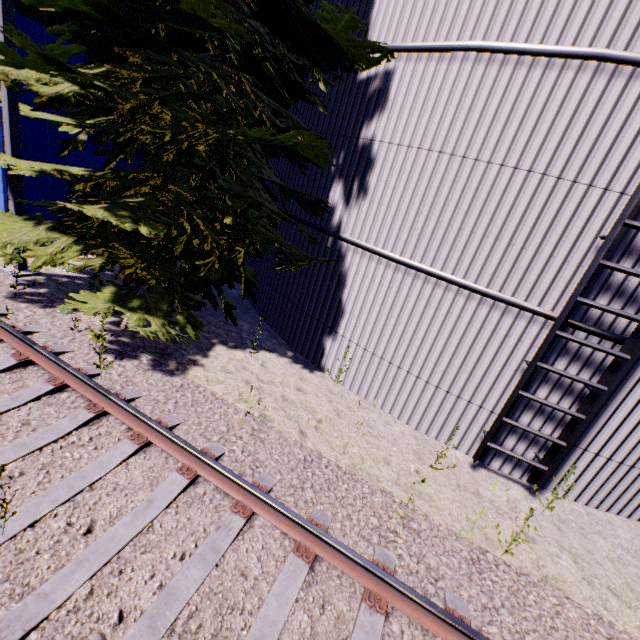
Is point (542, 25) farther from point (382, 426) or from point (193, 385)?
point (193, 385)

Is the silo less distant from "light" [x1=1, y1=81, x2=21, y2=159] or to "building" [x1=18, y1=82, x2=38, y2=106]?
"light" [x1=1, y1=81, x2=21, y2=159]

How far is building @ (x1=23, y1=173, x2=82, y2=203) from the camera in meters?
8.2 m

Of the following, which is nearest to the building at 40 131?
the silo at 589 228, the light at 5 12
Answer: the light at 5 12

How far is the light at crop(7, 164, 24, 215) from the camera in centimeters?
634cm

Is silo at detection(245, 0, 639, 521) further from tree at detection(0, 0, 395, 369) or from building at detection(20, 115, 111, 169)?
building at detection(20, 115, 111, 169)

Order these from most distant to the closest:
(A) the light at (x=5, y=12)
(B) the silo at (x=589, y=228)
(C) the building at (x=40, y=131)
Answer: (C) the building at (x=40, y=131) < (A) the light at (x=5, y=12) < (B) the silo at (x=589, y=228)
